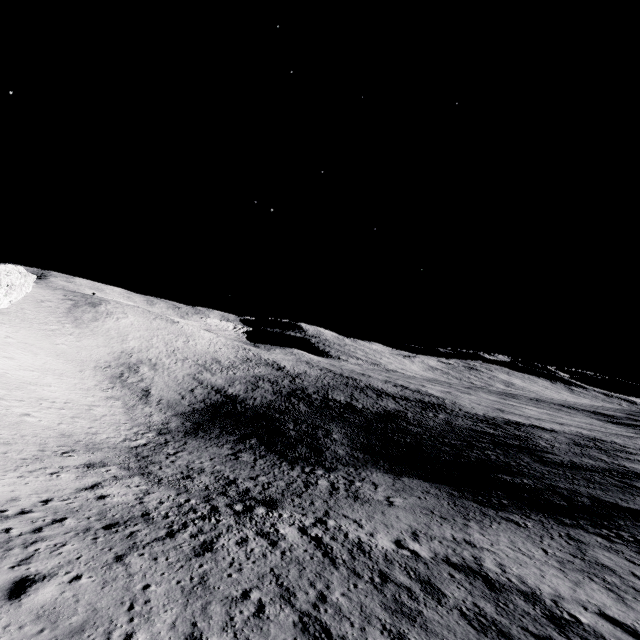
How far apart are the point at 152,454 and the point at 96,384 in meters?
27.8 m
